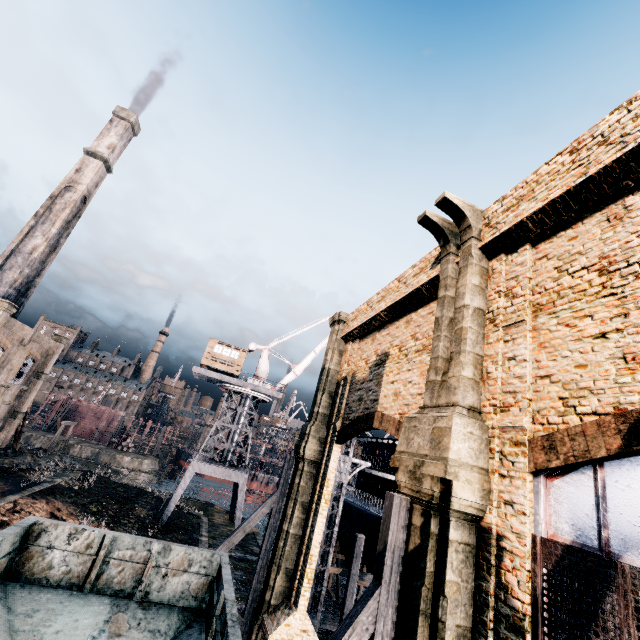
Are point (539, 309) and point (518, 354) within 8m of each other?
yes

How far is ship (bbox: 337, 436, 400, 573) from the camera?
26.2m

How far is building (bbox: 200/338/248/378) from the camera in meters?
36.6 m

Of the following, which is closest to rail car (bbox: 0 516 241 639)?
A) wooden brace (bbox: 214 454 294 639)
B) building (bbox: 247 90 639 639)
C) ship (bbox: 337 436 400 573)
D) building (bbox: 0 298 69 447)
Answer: building (bbox: 247 90 639 639)

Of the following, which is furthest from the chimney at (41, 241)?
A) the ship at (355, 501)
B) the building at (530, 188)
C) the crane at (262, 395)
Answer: the ship at (355, 501)

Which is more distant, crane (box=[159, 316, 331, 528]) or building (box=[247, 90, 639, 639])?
crane (box=[159, 316, 331, 528])

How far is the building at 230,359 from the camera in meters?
36.6 m

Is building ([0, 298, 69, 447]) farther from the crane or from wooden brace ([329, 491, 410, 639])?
wooden brace ([329, 491, 410, 639])
